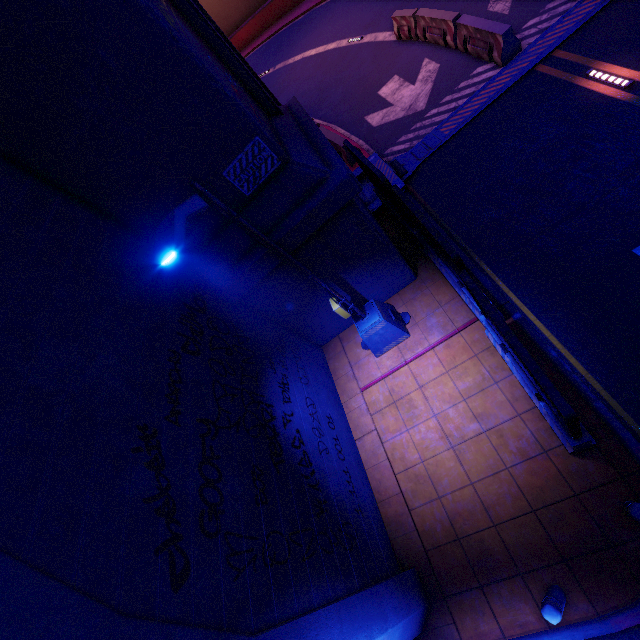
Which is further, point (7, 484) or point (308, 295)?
point (308, 295)

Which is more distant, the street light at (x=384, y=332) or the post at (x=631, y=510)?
the post at (x=631, y=510)

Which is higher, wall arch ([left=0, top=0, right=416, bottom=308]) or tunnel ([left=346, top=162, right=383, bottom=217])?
wall arch ([left=0, top=0, right=416, bottom=308])

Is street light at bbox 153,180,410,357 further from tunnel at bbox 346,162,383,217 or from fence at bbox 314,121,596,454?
tunnel at bbox 346,162,383,217

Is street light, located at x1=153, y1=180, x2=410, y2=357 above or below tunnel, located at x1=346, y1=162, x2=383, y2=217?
above

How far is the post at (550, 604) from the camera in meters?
4.1 m

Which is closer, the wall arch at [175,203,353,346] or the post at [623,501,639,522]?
the post at [623,501,639,522]

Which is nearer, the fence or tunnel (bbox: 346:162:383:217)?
the fence
